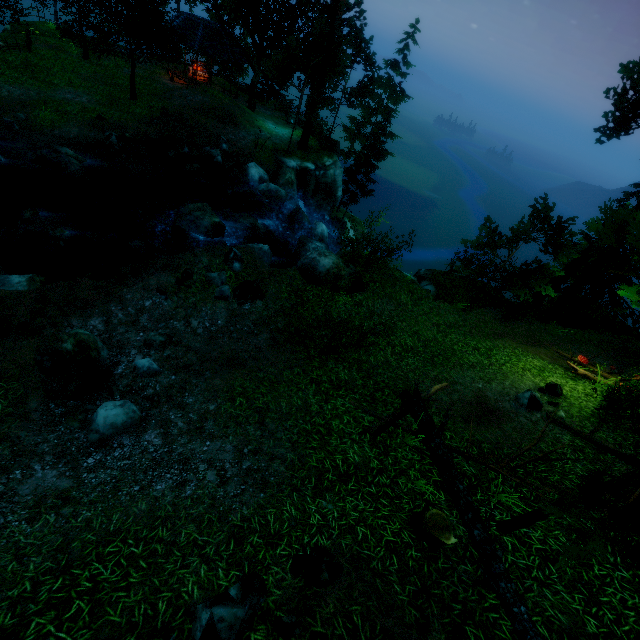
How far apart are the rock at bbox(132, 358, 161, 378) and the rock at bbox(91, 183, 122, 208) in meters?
12.5 m

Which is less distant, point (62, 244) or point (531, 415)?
point (531, 415)

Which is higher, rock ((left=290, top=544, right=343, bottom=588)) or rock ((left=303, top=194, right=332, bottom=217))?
rock ((left=290, top=544, right=343, bottom=588))

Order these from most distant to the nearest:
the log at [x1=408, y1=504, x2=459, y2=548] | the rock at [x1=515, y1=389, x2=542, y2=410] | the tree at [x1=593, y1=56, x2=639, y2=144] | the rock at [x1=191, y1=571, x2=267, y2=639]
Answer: the tree at [x1=593, y1=56, x2=639, y2=144], the rock at [x1=515, y1=389, x2=542, y2=410], the log at [x1=408, y1=504, x2=459, y2=548], the rock at [x1=191, y1=571, x2=267, y2=639]

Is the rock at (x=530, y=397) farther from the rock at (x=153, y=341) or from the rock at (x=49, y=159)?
the rock at (x=49, y=159)

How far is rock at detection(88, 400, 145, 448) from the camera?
6.6m

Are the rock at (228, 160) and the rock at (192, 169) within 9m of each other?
yes

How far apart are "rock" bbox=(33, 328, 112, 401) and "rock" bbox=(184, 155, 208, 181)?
15.12m
